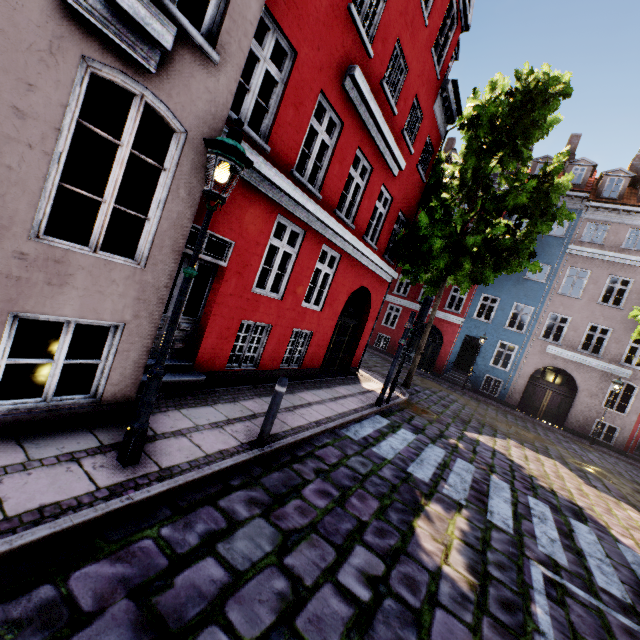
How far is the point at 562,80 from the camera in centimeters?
1090cm

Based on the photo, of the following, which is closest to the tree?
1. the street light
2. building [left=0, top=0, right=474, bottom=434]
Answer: building [left=0, top=0, right=474, bottom=434]

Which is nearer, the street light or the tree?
the street light

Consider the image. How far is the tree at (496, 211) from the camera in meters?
11.1

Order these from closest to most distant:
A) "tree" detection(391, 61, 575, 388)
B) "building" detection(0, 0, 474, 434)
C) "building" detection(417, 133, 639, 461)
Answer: "building" detection(0, 0, 474, 434)
"tree" detection(391, 61, 575, 388)
"building" detection(417, 133, 639, 461)

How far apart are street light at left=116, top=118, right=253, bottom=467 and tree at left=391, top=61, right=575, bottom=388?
10.5 meters

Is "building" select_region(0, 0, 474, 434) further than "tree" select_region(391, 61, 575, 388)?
No

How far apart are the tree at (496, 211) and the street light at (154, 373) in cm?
1047
